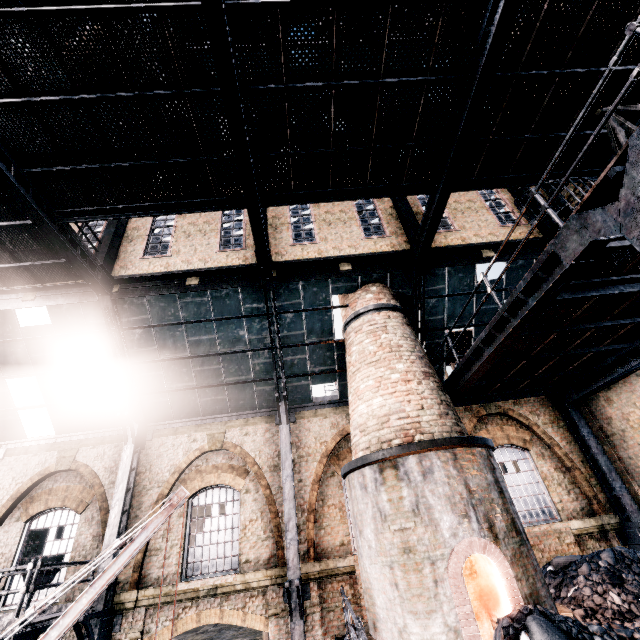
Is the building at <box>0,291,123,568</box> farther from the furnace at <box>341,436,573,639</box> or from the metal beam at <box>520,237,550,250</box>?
the furnace at <box>341,436,573,639</box>

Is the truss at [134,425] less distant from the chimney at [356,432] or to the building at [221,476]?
the building at [221,476]

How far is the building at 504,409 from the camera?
11.6m

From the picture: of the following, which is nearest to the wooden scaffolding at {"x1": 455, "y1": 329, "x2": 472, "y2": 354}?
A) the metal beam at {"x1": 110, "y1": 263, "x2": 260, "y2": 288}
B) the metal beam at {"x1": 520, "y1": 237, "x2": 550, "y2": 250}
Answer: the metal beam at {"x1": 520, "y1": 237, "x2": 550, "y2": 250}

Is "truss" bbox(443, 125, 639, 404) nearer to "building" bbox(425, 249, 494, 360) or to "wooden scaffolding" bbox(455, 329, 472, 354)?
"building" bbox(425, 249, 494, 360)

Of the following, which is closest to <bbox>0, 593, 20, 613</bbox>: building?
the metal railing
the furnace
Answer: the furnace

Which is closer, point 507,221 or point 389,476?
point 389,476

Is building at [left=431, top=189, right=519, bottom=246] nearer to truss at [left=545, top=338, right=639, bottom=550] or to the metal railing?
truss at [left=545, top=338, right=639, bottom=550]
